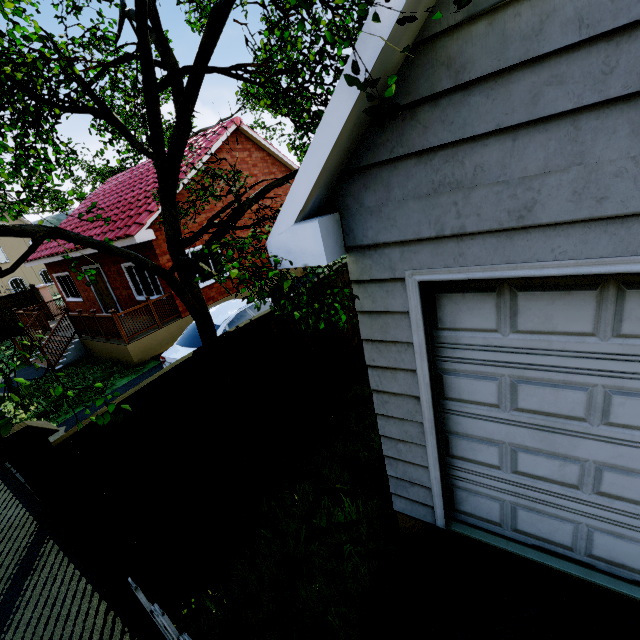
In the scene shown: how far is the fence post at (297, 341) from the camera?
4.64m

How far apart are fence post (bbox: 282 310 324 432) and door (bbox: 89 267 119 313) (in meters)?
11.50

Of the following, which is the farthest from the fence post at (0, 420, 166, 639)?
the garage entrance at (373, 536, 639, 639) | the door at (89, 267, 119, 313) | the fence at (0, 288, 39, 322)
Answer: the door at (89, 267, 119, 313)

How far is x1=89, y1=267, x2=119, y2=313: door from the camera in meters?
13.1 m

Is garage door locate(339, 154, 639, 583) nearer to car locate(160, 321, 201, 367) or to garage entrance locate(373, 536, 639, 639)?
garage entrance locate(373, 536, 639, 639)

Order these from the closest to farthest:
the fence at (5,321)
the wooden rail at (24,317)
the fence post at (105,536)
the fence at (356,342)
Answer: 1. the fence post at (105,536)
2. the fence at (356,342)
3. the wooden rail at (24,317)
4. the fence at (5,321)

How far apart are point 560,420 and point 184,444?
3.30m

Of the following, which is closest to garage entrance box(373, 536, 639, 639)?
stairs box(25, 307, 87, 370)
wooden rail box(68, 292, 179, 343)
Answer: wooden rail box(68, 292, 179, 343)
